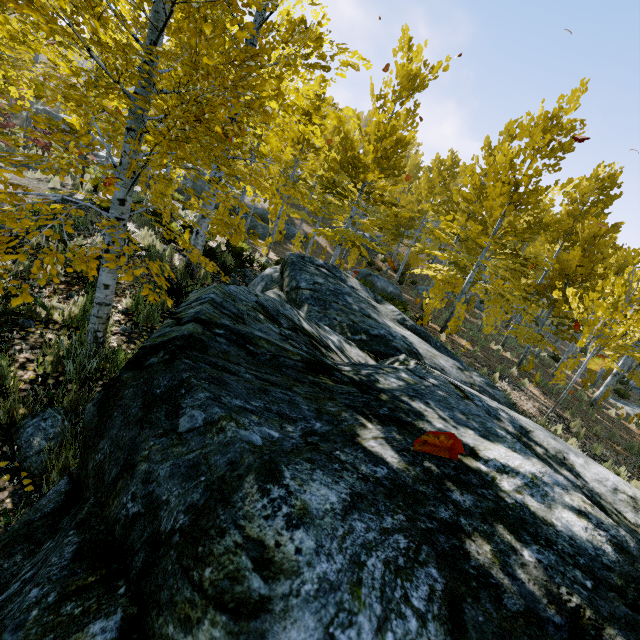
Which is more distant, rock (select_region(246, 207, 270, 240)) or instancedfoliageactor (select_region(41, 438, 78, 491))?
rock (select_region(246, 207, 270, 240))

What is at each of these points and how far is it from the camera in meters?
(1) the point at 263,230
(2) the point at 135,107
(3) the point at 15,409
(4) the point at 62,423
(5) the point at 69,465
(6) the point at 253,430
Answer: (1) rock, 23.2 m
(2) instancedfoliageactor, 2.9 m
(3) instancedfoliageactor, 2.8 m
(4) rock, 2.9 m
(5) instancedfoliageactor, 2.6 m
(6) rock, 1.3 m

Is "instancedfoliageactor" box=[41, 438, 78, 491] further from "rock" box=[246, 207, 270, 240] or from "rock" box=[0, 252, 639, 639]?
"rock" box=[246, 207, 270, 240]

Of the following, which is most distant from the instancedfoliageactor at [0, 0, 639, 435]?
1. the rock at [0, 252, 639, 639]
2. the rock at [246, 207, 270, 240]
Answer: the rock at [246, 207, 270, 240]

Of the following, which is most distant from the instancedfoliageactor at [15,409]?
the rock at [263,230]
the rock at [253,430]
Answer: the rock at [263,230]

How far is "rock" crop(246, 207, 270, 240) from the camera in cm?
2298

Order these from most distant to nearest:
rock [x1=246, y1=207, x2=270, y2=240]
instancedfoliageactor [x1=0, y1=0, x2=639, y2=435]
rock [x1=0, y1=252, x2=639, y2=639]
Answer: rock [x1=246, y1=207, x2=270, y2=240] < instancedfoliageactor [x1=0, y1=0, x2=639, y2=435] < rock [x1=0, y1=252, x2=639, y2=639]

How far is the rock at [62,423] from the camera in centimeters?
259cm
